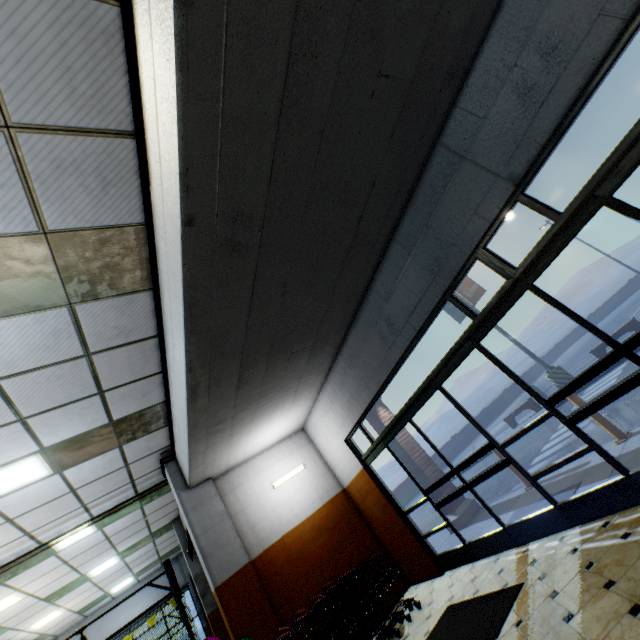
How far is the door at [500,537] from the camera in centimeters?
411cm

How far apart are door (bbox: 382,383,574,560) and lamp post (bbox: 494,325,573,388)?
10.9m

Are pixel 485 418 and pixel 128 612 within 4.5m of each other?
no

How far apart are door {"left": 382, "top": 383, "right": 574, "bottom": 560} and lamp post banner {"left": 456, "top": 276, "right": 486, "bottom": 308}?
11.54m

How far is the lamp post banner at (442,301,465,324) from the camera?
16.27m

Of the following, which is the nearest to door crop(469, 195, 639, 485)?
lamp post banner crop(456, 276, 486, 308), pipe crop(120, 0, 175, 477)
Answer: pipe crop(120, 0, 175, 477)

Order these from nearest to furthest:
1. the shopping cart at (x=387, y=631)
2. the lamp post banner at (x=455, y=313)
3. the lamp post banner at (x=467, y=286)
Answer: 1. the shopping cart at (x=387, y=631)
2. the lamp post banner at (x=467, y=286)
3. the lamp post banner at (x=455, y=313)

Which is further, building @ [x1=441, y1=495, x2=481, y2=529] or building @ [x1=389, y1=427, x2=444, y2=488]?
building @ [x1=389, y1=427, x2=444, y2=488]
